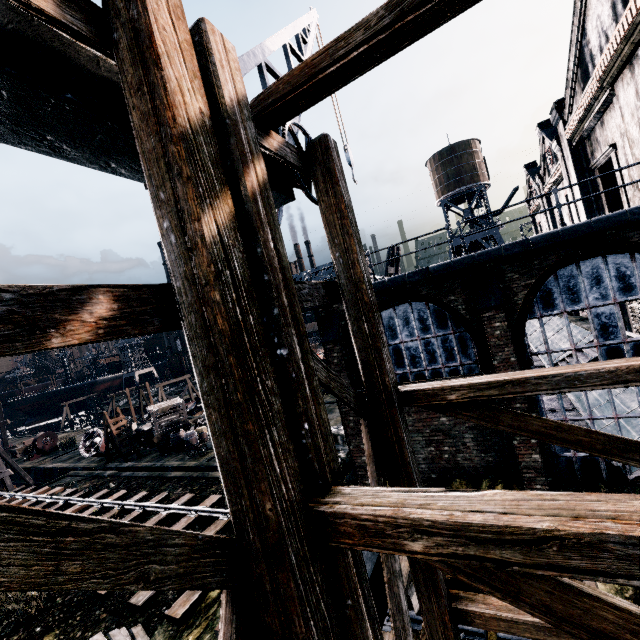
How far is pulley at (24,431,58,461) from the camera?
35.6 meters

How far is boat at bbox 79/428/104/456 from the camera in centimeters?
2788cm

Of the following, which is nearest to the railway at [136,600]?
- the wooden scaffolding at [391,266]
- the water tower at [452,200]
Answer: the wooden scaffolding at [391,266]

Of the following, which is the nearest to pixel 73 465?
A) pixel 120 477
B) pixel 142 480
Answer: pixel 120 477

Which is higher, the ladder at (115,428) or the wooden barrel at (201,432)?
the ladder at (115,428)

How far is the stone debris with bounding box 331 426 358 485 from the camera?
→ 14.2 meters

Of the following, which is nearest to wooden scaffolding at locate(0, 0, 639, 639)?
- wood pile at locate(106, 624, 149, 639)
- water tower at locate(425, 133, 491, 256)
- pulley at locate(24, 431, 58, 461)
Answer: wood pile at locate(106, 624, 149, 639)

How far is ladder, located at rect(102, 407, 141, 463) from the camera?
25.2 meters
